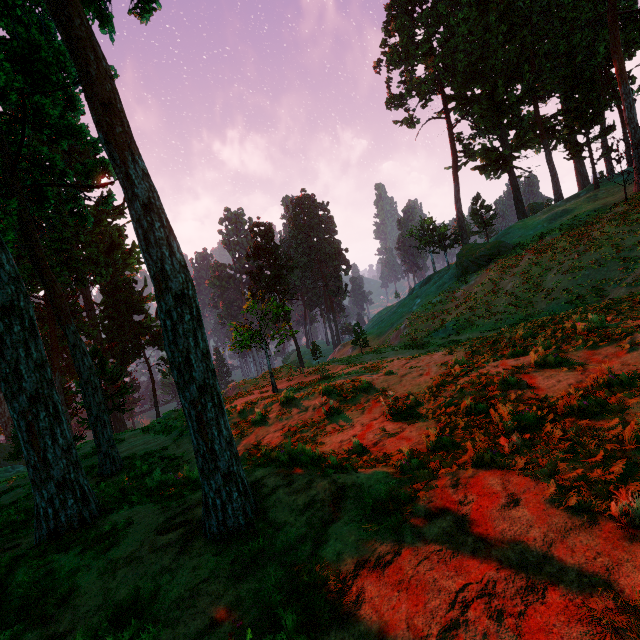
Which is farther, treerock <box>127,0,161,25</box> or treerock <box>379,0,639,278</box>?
treerock <box>379,0,639,278</box>

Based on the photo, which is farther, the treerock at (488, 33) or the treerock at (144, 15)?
the treerock at (488, 33)

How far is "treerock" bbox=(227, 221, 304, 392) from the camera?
23.5m

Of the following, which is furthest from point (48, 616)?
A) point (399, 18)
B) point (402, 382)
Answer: point (399, 18)

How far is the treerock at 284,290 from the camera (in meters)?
23.52

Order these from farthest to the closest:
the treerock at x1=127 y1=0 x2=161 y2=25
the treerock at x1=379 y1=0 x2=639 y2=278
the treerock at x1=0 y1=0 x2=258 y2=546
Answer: the treerock at x1=379 y1=0 x2=639 y2=278 → the treerock at x1=127 y1=0 x2=161 y2=25 → the treerock at x1=0 y1=0 x2=258 y2=546
